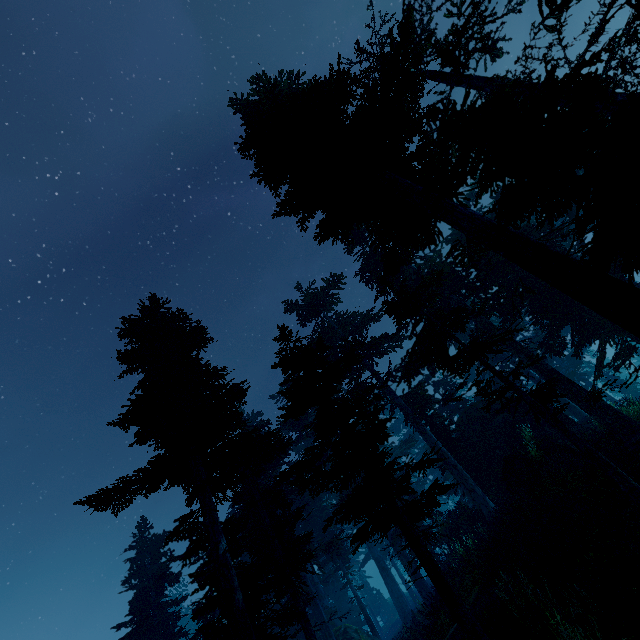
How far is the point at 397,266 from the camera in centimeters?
1277cm

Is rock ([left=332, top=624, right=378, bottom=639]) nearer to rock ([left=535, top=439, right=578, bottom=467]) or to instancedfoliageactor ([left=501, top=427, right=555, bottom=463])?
instancedfoliageactor ([left=501, top=427, right=555, bottom=463])

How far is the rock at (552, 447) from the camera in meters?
15.0

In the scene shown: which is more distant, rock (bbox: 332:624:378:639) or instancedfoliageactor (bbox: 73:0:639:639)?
rock (bbox: 332:624:378:639)

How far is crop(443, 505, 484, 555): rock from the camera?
19.5 meters

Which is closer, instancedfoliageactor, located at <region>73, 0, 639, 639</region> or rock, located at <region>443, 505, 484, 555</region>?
instancedfoliageactor, located at <region>73, 0, 639, 639</region>

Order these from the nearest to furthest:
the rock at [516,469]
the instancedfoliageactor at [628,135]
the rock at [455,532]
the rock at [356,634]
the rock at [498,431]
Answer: the instancedfoliageactor at [628,135], the rock at [516,469], the rock at [455,532], the rock at [498,431], the rock at [356,634]
